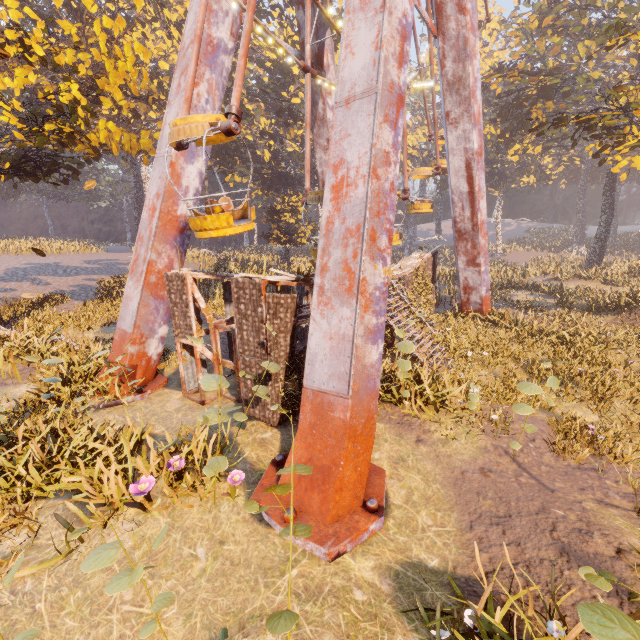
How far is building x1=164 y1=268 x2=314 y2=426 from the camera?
7.6m

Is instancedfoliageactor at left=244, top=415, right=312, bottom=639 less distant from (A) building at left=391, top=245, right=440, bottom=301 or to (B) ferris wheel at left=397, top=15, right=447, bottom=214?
(A) building at left=391, top=245, right=440, bottom=301

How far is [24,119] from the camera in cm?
1176

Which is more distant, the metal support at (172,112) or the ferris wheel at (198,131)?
the metal support at (172,112)

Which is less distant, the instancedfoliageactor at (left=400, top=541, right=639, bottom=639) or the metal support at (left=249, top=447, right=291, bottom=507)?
the instancedfoliageactor at (left=400, top=541, right=639, bottom=639)

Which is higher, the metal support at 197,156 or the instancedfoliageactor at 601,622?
the metal support at 197,156

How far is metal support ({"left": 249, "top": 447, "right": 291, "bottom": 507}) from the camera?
5.98m

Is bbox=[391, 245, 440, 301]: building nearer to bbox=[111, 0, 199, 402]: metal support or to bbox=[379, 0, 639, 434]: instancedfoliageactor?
bbox=[111, 0, 199, 402]: metal support
